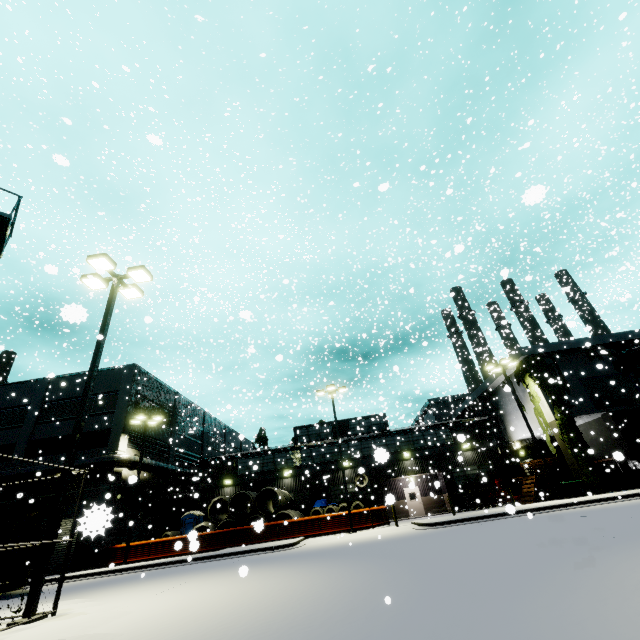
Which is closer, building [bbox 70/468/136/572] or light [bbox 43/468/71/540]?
building [bbox 70/468/136/572]

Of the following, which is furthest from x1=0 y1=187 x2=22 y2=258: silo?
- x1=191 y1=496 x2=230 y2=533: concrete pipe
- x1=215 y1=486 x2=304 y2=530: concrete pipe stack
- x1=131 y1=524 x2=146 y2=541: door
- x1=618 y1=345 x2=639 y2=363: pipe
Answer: x1=131 y1=524 x2=146 y2=541: door

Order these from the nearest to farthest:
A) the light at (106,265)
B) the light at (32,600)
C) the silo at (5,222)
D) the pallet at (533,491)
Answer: the light at (32,600), the light at (106,265), the silo at (5,222), the pallet at (533,491)

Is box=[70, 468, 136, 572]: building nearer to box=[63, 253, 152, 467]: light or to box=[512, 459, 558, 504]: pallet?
box=[512, 459, 558, 504]: pallet

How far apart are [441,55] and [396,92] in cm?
981

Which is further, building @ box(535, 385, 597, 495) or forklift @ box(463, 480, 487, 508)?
forklift @ box(463, 480, 487, 508)

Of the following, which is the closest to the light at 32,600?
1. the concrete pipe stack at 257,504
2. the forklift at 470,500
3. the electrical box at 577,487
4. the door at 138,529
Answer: the concrete pipe stack at 257,504

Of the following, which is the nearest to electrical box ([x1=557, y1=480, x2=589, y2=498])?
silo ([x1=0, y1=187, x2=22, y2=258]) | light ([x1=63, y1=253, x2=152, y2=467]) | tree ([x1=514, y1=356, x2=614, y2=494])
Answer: tree ([x1=514, y1=356, x2=614, y2=494])
